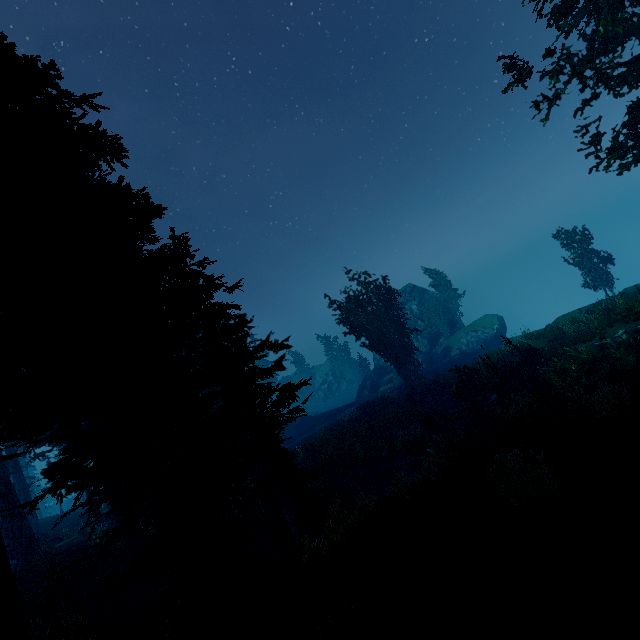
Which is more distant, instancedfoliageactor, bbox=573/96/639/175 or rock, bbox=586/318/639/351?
rock, bbox=586/318/639/351

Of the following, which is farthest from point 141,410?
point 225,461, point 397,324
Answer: point 397,324

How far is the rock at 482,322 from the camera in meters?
43.7

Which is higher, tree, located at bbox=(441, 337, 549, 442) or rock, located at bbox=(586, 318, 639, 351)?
rock, located at bbox=(586, 318, 639, 351)

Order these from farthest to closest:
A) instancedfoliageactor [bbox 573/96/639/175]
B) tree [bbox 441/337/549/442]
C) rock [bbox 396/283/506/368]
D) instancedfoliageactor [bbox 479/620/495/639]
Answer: rock [bbox 396/283/506/368]
tree [bbox 441/337/549/442]
instancedfoliageactor [bbox 573/96/639/175]
instancedfoliageactor [bbox 479/620/495/639]

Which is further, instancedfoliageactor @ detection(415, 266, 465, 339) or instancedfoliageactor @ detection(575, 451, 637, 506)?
instancedfoliageactor @ detection(415, 266, 465, 339)

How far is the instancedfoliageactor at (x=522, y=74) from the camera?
16.6m
